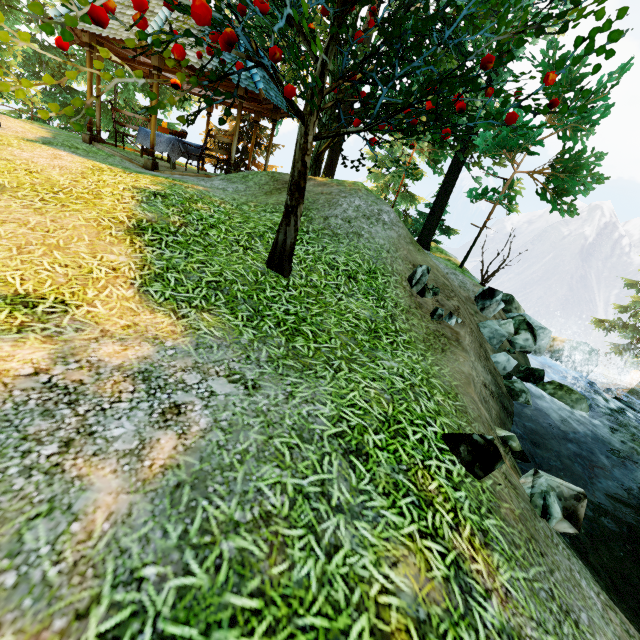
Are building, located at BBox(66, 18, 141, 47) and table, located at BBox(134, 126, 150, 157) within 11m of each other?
yes

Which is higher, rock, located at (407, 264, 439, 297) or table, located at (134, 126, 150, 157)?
table, located at (134, 126, 150, 157)

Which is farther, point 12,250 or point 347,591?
point 12,250

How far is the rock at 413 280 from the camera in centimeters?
621cm

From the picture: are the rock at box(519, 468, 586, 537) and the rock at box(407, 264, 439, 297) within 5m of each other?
yes

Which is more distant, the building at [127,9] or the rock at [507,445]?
the building at [127,9]

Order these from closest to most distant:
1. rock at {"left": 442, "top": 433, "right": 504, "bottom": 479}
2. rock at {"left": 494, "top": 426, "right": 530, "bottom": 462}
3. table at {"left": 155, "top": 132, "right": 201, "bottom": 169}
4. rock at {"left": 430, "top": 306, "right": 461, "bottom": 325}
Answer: rock at {"left": 442, "top": 433, "right": 504, "bottom": 479} → rock at {"left": 494, "top": 426, "right": 530, "bottom": 462} → rock at {"left": 430, "top": 306, "right": 461, "bottom": 325} → table at {"left": 155, "top": 132, "right": 201, "bottom": 169}

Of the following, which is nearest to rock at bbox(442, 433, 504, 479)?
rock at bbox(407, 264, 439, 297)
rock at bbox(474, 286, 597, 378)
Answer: rock at bbox(407, 264, 439, 297)
